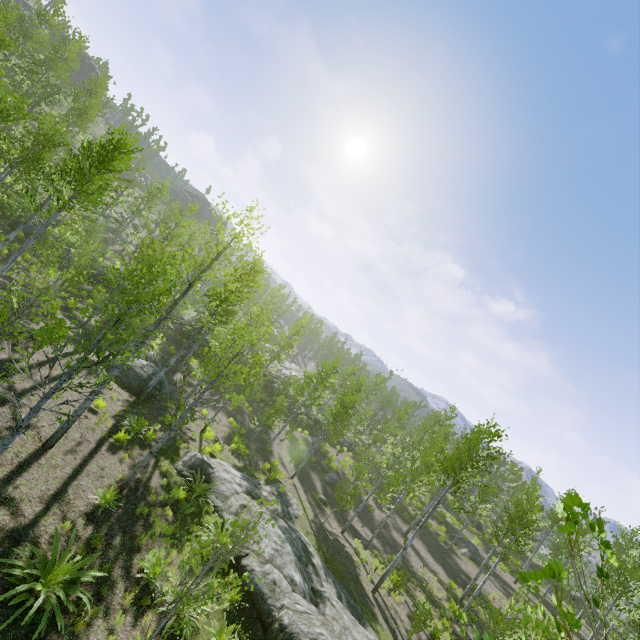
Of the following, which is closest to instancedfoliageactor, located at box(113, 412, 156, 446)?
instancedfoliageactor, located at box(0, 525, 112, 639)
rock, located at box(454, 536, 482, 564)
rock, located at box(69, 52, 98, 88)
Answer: rock, located at box(454, 536, 482, 564)

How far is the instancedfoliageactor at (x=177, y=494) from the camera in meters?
12.2

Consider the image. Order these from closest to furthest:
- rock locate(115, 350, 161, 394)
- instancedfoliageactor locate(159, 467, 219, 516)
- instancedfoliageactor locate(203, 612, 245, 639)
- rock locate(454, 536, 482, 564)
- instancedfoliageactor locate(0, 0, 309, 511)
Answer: instancedfoliageactor locate(0, 0, 309, 511), instancedfoliageactor locate(203, 612, 245, 639), instancedfoliageactor locate(159, 467, 219, 516), rock locate(115, 350, 161, 394), rock locate(454, 536, 482, 564)

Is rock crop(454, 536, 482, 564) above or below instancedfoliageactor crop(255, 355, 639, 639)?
below

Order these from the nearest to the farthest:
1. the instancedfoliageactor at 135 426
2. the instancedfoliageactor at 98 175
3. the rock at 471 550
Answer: the instancedfoliageactor at 98 175
the instancedfoliageactor at 135 426
the rock at 471 550

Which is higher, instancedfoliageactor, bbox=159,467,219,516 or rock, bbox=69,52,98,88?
rock, bbox=69,52,98,88

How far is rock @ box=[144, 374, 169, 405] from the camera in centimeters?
1924cm

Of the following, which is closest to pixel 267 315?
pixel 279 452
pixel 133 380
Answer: pixel 279 452
